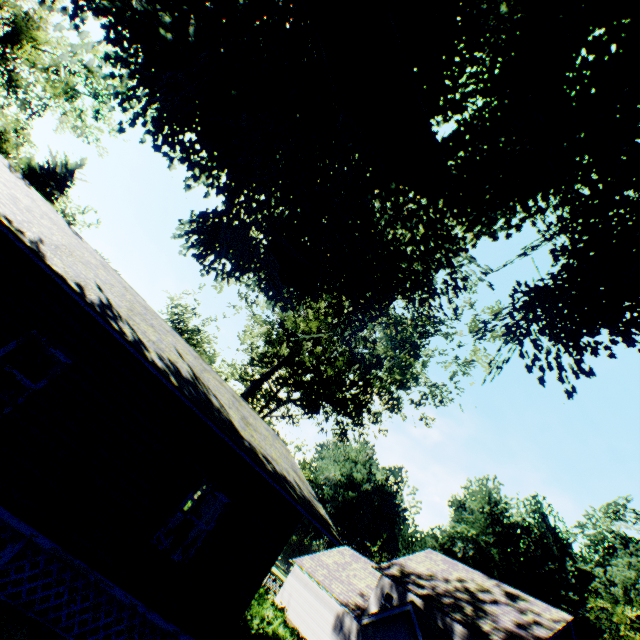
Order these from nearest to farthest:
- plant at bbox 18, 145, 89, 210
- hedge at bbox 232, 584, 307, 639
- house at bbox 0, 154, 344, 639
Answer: house at bbox 0, 154, 344, 639
hedge at bbox 232, 584, 307, 639
plant at bbox 18, 145, 89, 210

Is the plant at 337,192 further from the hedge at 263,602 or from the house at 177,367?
the house at 177,367

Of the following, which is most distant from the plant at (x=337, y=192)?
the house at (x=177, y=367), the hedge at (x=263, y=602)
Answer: the house at (x=177, y=367)

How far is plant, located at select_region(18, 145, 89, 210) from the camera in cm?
2675

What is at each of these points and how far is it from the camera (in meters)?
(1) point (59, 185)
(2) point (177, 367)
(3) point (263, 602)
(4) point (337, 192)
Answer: (1) plant, 28.03
(2) house, 8.19
(3) hedge, 13.43
(4) plant, 11.51

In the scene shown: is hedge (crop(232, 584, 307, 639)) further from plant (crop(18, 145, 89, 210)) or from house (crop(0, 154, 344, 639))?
house (crop(0, 154, 344, 639))

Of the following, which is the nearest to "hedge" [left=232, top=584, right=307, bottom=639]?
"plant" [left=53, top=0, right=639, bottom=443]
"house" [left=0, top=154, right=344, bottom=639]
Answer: "plant" [left=53, top=0, right=639, bottom=443]
